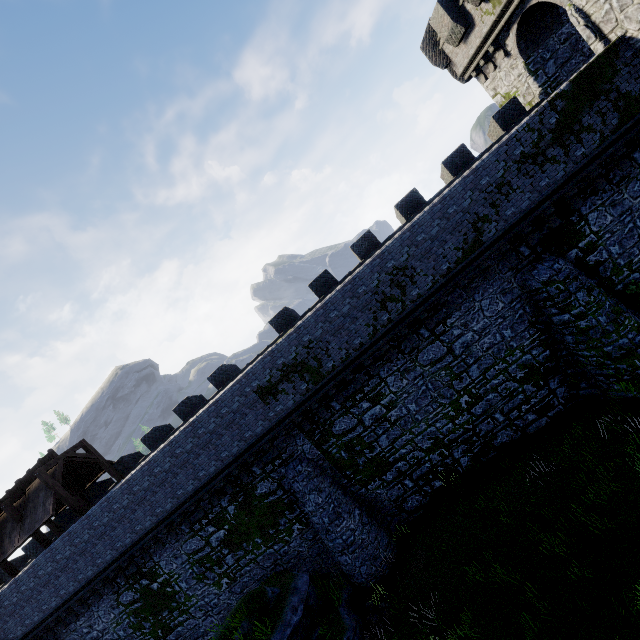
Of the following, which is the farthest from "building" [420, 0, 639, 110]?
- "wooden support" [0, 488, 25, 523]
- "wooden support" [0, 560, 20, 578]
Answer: "wooden support" [0, 560, 20, 578]

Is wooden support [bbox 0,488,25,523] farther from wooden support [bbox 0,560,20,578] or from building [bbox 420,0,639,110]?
building [bbox 420,0,639,110]

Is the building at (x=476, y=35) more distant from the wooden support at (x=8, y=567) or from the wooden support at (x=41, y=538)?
the wooden support at (x=8, y=567)

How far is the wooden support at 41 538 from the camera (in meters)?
17.00

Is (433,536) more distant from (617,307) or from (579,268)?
(579,268)

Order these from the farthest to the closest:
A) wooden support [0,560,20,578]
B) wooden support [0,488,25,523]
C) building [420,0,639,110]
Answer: wooden support [0,560,20,578] → wooden support [0,488,25,523] → building [420,0,639,110]

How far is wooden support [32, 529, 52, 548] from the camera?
17.0m
